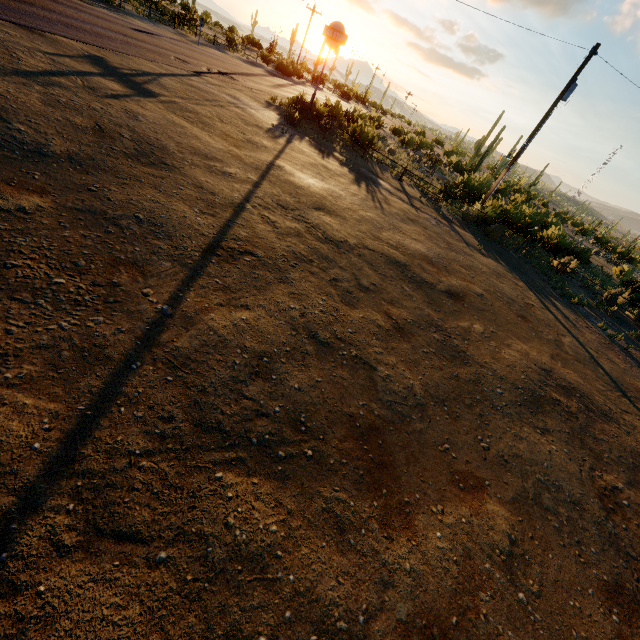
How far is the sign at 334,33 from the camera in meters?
17.1 m

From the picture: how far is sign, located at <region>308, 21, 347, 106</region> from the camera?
17.14m

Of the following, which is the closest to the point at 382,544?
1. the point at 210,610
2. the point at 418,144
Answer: the point at 210,610
